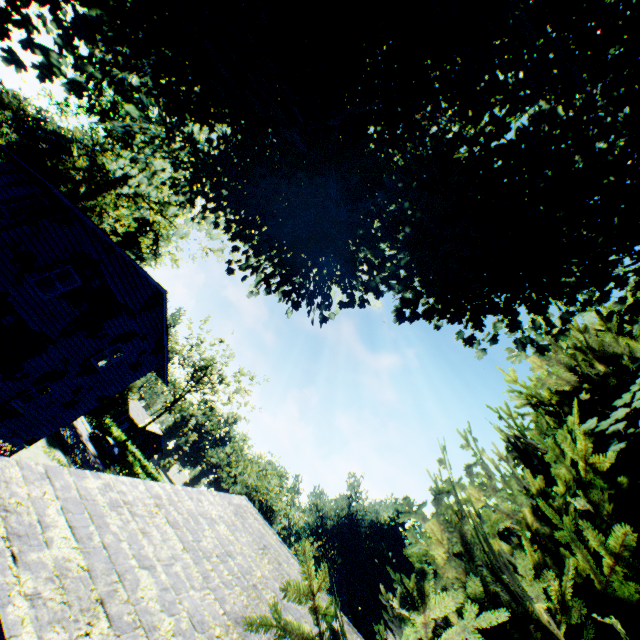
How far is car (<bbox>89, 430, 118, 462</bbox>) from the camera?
38.4 meters

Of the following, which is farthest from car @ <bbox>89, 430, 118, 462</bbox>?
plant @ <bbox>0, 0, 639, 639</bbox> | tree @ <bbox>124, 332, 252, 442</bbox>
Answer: plant @ <bbox>0, 0, 639, 639</bbox>

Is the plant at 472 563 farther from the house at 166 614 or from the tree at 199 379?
the tree at 199 379

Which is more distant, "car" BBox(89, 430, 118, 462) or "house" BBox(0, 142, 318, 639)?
"car" BBox(89, 430, 118, 462)

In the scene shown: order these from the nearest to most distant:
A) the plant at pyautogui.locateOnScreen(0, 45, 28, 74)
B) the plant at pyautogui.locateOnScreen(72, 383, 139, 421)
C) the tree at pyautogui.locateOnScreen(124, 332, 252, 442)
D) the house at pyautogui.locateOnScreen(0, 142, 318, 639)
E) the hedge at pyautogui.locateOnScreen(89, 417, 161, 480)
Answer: the house at pyautogui.locateOnScreen(0, 142, 318, 639)
the plant at pyautogui.locateOnScreen(0, 45, 28, 74)
the plant at pyautogui.locateOnScreen(72, 383, 139, 421)
the hedge at pyautogui.locateOnScreen(89, 417, 161, 480)
the tree at pyautogui.locateOnScreen(124, 332, 252, 442)

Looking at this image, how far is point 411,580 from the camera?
7.7 meters

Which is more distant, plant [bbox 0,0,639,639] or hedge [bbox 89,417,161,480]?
hedge [bbox 89,417,161,480]

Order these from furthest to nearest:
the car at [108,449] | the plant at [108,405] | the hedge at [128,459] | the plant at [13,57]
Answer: the hedge at [128,459] → the car at [108,449] → the plant at [108,405] → the plant at [13,57]
